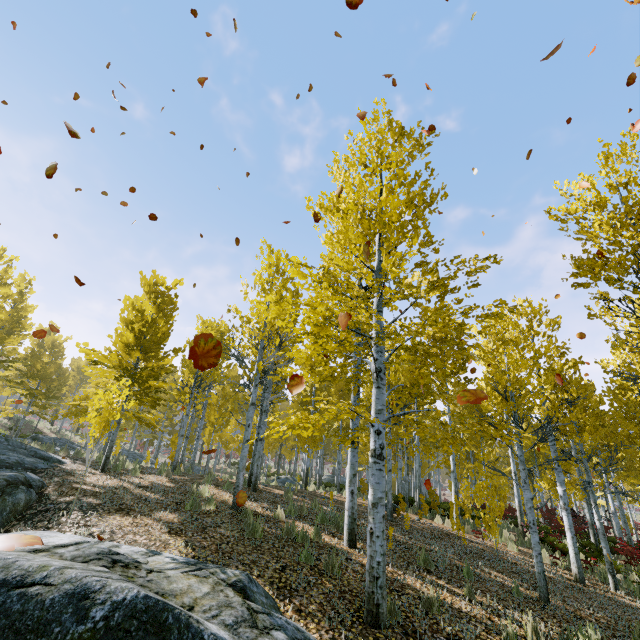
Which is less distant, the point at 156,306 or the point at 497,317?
the point at 497,317

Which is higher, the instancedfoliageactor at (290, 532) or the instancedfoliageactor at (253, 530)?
the instancedfoliageactor at (253, 530)

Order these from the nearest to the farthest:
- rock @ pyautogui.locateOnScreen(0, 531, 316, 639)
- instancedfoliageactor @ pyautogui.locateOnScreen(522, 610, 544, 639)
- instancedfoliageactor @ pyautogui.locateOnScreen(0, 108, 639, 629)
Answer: rock @ pyautogui.locateOnScreen(0, 531, 316, 639), instancedfoliageactor @ pyautogui.locateOnScreen(522, 610, 544, 639), instancedfoliageactor @ pyautogui.locateOnScreen(0, 108, 639, 629)

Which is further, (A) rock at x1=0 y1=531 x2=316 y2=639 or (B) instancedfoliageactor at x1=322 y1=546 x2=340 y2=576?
(B) instancedfoliageactor at x1=322 y1=546 x2=340 y2=576

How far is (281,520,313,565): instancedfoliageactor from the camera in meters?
5.8

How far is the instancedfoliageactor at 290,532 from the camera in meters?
5.8
